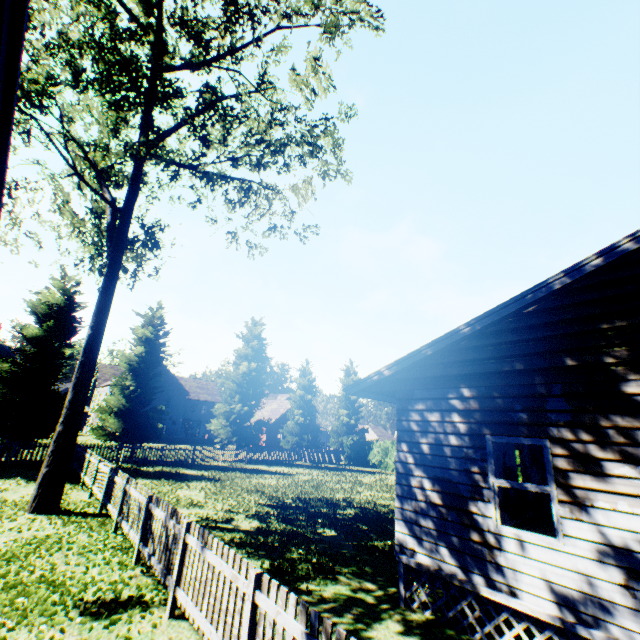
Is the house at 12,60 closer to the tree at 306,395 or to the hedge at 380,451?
the hedge at 380,451

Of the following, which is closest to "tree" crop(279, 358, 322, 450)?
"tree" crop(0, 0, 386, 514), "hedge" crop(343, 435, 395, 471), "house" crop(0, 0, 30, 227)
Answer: "tree" crop(0, 0, 386, 514)

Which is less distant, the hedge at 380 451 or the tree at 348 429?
the hedge at 380 451

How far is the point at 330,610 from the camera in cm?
611

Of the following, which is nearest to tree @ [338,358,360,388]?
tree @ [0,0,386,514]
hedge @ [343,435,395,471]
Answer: tree @ [0,0,386,514]

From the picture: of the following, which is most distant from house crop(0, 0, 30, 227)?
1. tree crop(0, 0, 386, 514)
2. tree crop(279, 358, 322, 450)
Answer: tree crop(279, 358, 322, 450)

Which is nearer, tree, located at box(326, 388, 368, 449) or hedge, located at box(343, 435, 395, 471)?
hedge, located at box(343, 435, 395, 471)

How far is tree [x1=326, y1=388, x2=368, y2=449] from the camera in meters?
38.5 m
